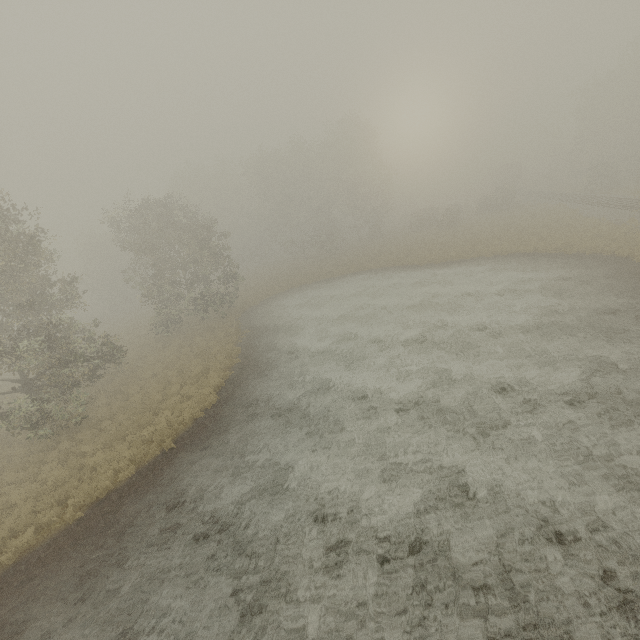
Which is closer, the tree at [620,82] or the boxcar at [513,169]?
the tree at [620,82]

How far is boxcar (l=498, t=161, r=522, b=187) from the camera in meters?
58.2 m

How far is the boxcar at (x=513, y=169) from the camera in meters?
58.2

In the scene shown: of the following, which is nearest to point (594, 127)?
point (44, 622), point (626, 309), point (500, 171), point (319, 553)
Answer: point (500, 171)

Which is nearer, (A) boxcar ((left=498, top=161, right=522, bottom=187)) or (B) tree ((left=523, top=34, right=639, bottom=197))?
(B) tree ((left=523, top=34, right=639, bottom=197))
